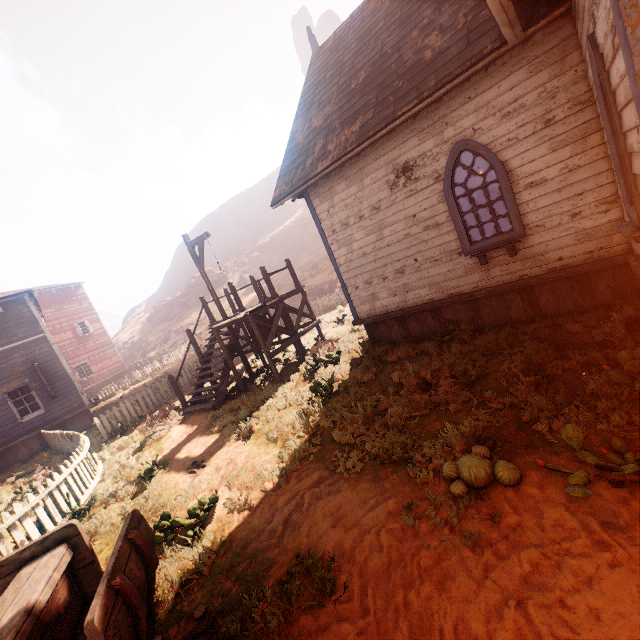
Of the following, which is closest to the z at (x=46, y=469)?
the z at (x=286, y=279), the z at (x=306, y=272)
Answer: the z at (x=286, y=279)

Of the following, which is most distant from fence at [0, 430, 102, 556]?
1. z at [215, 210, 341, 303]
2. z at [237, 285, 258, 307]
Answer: z at [215, 210, 341, 303]

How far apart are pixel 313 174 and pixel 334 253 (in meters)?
2.13

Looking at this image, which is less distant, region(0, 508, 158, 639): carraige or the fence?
region(0, 508, 158, 639): carraige

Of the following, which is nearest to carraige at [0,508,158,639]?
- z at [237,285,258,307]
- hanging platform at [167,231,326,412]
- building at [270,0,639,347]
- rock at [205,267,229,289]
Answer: z at [237,285,258,307]

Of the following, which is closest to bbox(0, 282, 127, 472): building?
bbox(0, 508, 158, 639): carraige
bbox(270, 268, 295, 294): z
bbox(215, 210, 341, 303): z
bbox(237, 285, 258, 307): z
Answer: bbox(237, 285, 258, 307): z

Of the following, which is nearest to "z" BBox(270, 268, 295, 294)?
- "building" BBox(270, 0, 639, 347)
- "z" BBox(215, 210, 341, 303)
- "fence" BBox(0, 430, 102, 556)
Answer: "z" BBox(215, 210, 341, 303)

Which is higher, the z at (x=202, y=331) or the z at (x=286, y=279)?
the z at (x=286, y=279)
